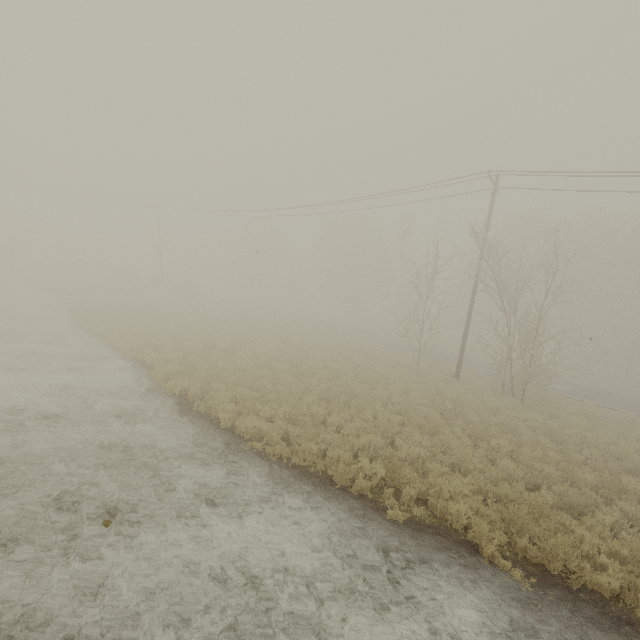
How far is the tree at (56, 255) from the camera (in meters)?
54.78

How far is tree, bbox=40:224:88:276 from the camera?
54.8m

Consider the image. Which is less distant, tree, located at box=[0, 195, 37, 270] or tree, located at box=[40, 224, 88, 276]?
tree, located at box=[0, 195, 37, 270]

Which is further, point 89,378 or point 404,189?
point 404,189

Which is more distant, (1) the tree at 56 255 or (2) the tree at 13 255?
(1) the tree at 56 255
